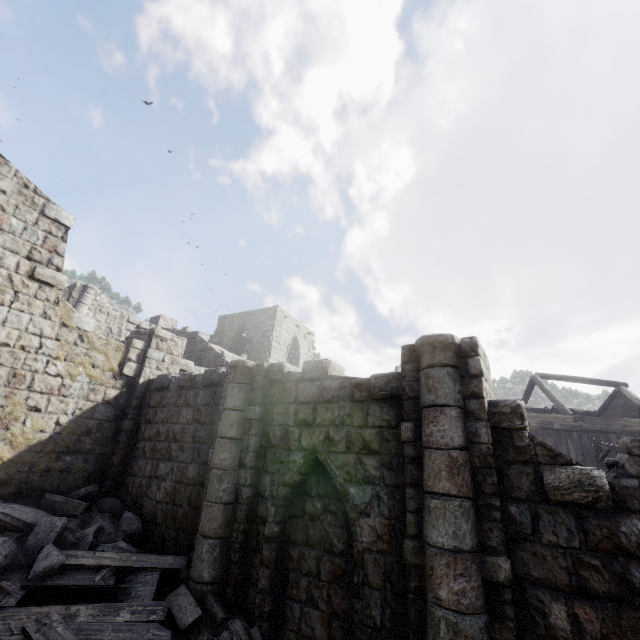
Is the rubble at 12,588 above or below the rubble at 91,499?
below

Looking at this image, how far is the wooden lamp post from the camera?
13.2m

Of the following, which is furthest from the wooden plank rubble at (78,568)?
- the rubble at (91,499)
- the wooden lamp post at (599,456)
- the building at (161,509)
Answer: the wooden lamp post at (599,456)

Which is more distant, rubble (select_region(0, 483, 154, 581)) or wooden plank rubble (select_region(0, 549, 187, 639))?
rubble (select_region(0, 483, 154, 581))

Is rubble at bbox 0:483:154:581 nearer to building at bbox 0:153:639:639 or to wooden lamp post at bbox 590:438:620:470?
building at bbox 0:153:639:639

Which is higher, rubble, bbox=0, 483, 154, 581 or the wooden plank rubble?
rubble, bbox=0, 483, 154, 581

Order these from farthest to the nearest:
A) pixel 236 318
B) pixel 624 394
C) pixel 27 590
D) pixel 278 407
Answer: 1. pixel 236 318
2. pixel 624 394
3. pixel 278 407
4. pixel 27 590

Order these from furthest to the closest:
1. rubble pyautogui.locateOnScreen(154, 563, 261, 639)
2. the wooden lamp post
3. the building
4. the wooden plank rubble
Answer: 1. the wooden lamp post
2. rubble pyautogui.locateOnScreen(154, 563, 261, 639)
3. the wooden plank rubble
4. the building
